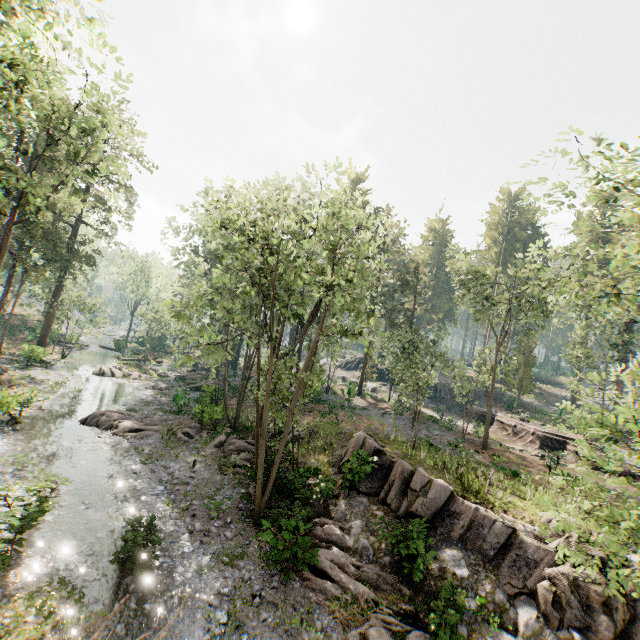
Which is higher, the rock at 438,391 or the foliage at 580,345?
the foliage at 580,345

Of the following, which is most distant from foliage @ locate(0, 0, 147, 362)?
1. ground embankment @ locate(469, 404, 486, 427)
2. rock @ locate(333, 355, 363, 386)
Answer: rock @ locate(333, 355, 363, 386)

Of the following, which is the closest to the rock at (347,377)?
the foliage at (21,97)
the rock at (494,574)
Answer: the foliage at (21,97)

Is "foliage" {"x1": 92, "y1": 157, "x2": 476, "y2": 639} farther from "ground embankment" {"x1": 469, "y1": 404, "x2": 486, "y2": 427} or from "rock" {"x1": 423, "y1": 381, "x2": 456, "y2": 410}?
"rock" {"x1": 423, "y1": 381, "x2": 456, "y2": 410}

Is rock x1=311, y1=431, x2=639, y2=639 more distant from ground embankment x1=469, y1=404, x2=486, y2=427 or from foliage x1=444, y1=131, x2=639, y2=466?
ground embankment x1=469, y1=404, x2=486, y2=427

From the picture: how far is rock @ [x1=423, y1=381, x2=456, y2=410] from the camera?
45.3m

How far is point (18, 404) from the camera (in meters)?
17.67
